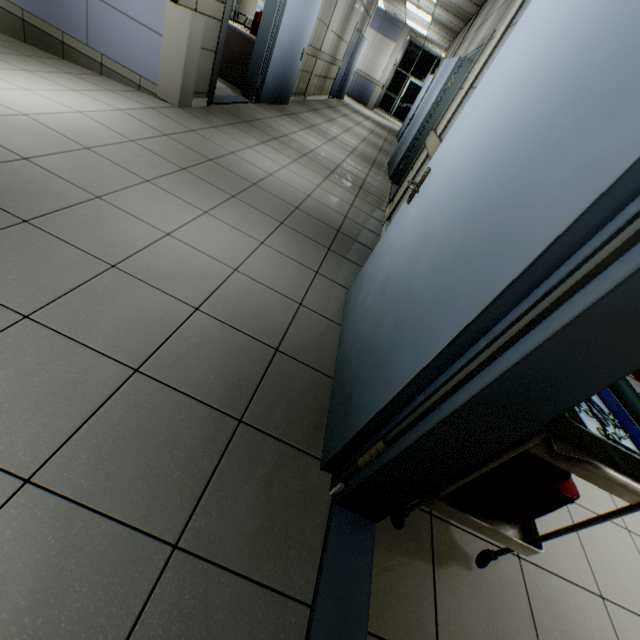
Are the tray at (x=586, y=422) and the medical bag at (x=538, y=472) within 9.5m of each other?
yes

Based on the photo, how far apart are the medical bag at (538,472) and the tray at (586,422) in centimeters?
23cm

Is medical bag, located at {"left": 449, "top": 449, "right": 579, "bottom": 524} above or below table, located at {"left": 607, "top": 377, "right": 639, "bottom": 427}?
below

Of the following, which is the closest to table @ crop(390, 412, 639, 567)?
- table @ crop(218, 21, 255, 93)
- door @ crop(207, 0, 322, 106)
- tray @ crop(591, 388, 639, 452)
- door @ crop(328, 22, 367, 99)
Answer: tray @ crop(591, 388, 639, 452)

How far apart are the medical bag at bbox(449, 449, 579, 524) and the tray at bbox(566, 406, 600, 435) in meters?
0.2

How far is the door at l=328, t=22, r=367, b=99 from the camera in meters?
11.0 m

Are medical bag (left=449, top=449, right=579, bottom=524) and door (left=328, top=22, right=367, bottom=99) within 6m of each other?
no

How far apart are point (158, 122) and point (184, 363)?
3.2 meters
